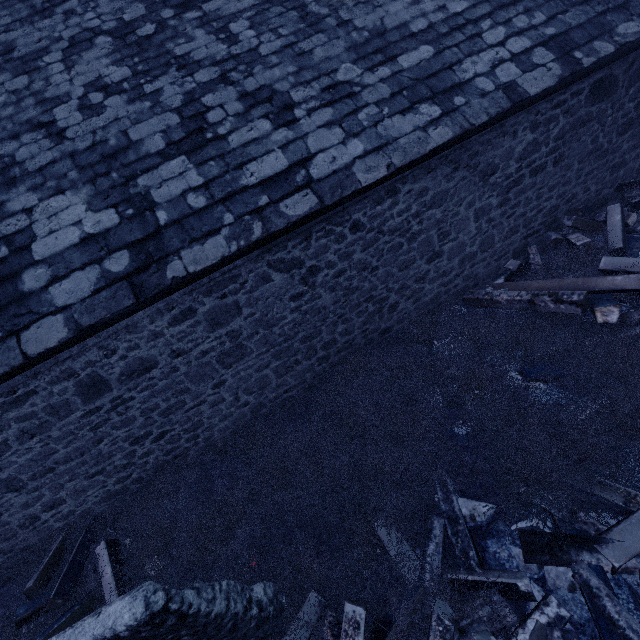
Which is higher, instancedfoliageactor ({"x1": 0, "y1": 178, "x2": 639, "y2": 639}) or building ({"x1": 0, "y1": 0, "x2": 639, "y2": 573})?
building ({"x1": 0, "y1": 0, "x2": 639, "y2": 573})

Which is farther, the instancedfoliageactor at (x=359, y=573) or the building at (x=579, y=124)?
the building at (x=579, y=124)

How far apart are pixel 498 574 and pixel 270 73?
6.12m

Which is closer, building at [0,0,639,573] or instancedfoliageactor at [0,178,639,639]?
instancedfoliageactor at [0,178,639,639]

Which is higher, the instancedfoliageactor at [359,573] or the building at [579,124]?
the building at [579,124]
